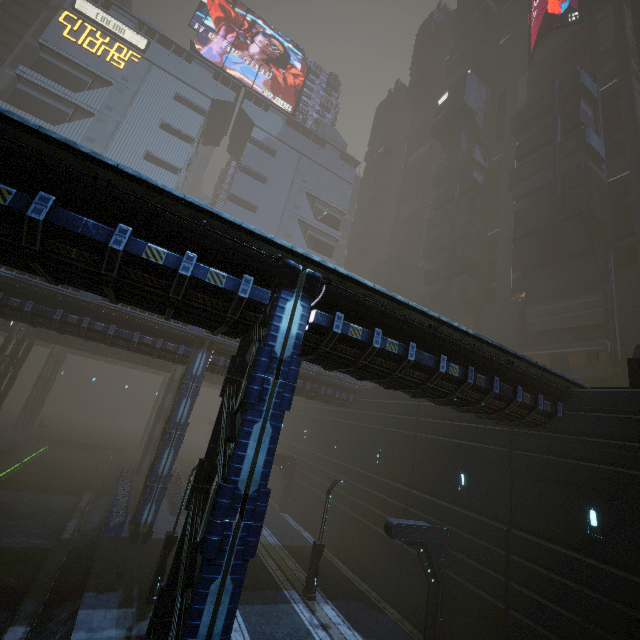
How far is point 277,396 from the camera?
7.50m

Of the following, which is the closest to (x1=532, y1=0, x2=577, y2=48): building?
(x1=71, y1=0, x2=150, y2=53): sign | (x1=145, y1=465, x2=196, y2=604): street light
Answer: (x1=71, y1=0, x2=150, y2=53): sign

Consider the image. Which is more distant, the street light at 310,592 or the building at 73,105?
the building at 73,105

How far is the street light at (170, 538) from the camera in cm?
1313

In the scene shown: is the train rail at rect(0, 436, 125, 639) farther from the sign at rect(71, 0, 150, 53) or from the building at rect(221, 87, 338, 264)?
the sign at rect(71, 0, 150, 53)

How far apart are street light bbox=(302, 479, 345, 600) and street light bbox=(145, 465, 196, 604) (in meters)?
6.98

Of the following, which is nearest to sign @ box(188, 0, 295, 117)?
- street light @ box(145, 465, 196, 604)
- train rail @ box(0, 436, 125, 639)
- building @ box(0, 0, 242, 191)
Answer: building @ box(0, 0, 242, 191)
